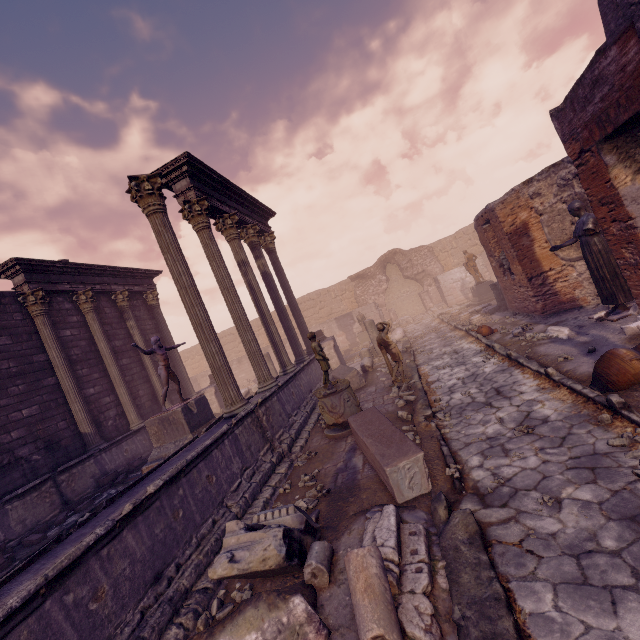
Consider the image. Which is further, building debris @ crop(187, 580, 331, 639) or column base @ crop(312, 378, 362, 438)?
column base @ crop(312, 378, 362, 438)

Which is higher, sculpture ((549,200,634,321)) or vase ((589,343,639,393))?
sculpture ((549,200,634,321))

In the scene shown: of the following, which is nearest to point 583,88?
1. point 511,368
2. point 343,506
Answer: point 511,368

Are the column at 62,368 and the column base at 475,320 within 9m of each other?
no

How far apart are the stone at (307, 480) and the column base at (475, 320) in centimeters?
1171cm

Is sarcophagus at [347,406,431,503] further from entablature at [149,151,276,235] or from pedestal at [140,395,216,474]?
entablature at [149,151,276,235]

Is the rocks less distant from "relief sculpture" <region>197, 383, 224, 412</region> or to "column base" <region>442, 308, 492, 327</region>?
"column base" <region>442, 308, 492, 327</region>

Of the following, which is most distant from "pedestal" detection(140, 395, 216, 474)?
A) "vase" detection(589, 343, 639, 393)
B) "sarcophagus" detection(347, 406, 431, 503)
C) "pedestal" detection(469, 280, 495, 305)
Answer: "pedestal" detection(469, 280, 495, 305)
